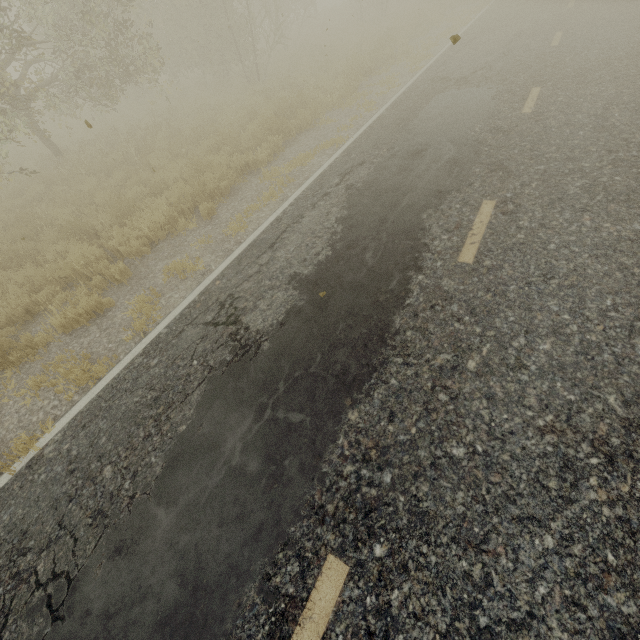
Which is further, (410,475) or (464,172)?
(464,172)
